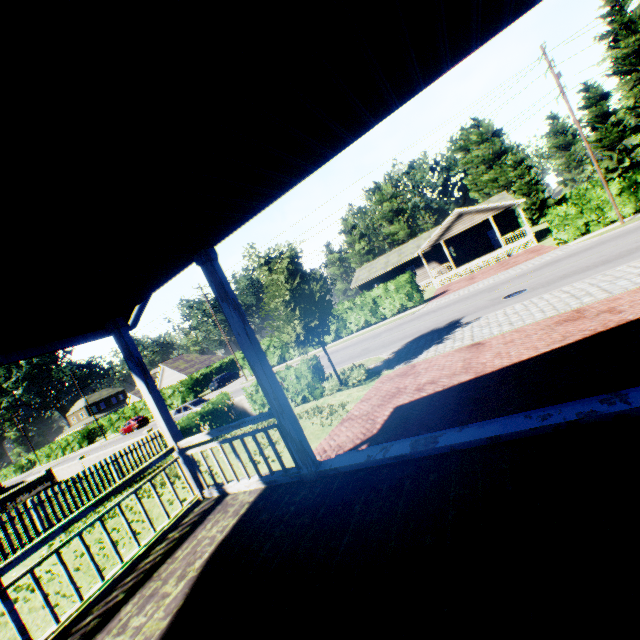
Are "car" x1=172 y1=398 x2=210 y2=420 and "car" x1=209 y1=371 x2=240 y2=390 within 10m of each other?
no

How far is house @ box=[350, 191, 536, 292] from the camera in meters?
32.3 m

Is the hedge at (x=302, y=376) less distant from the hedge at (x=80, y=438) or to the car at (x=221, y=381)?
the car at (x=221, y=381)

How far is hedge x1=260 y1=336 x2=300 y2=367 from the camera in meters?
34.5 m

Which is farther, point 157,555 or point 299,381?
point 299,381

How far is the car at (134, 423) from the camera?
41.94m

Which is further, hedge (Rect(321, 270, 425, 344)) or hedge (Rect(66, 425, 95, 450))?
hedge (Rect(66, 425, 95, 450))

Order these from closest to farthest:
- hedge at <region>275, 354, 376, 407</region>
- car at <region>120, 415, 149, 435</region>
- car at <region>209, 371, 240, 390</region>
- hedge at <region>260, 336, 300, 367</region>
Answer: hedge at <region>275, 354, 376, 407</region> → hedge at <region>260, 336, 300, 367</region> → car at <region>120, 415, 149, 435</region> → car at <region>209, 371, 240, 390</region>
